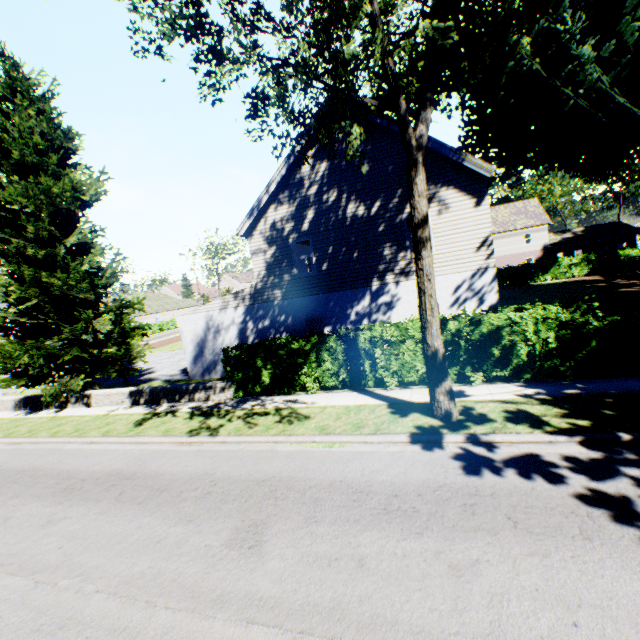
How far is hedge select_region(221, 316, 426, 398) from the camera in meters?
10.6 m

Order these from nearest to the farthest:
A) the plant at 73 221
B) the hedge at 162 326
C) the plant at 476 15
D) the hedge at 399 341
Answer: the plant at 476 15
the hedge at 399 341
the plant at 73 221
the hedge at 162 326

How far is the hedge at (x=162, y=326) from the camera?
52.9 meters

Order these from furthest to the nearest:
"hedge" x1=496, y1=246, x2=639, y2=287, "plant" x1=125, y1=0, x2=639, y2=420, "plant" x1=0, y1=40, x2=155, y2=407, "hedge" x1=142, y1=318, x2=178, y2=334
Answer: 1. "hedge" x1=142, y1=318, x2=178, y2=334
2. "hedge" x1=496, y1=246, x2=639, y2=287
3. "plant" x1=0, y1=40, x2=155, y2=407
4. "plant" x1=125, y1=0, x2=639, y2=420

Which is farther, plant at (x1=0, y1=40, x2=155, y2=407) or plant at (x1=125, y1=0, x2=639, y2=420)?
plant at (x1=0, y1=40, x2=155, y2=407)

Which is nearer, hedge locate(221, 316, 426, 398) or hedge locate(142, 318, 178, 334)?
hedge locate(221, 316, 426, 398)

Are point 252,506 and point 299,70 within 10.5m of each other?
yes
